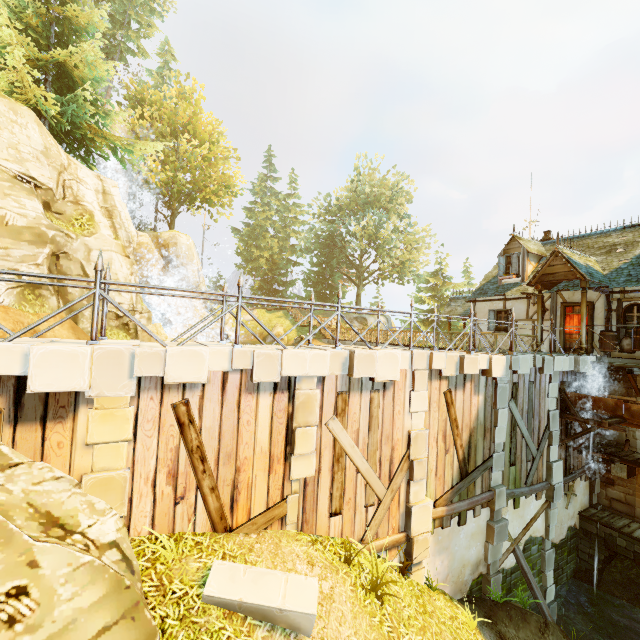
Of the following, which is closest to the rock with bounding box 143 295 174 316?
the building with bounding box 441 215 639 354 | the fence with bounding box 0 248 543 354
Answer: the fence with bounding box 0 248 543 354

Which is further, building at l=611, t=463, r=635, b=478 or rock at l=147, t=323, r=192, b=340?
rock at l=147, t=323, r=192, b=340

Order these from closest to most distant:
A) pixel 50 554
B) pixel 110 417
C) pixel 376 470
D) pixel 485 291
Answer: pixel 50 554 < pixel 110 417 < pixel 376 470 < pixel 485 291

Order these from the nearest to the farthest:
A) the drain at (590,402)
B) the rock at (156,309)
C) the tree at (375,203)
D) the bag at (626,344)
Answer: the drain at (590,402)
the bag at (626,344)
the rock at (156,309)
the tree at (375,203)

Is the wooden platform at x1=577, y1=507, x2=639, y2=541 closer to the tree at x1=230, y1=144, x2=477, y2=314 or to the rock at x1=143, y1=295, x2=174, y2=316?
the tree at x1=230, y1=144, x2=477, y2=314

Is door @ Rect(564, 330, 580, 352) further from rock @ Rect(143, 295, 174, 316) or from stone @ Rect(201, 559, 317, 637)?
rock @ Rect(143, 295, 174, 316)

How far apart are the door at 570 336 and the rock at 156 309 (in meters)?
24.58

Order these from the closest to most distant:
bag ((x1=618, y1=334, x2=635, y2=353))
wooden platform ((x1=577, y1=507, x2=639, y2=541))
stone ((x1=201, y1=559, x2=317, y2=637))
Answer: stone ((x1=201, y1=559, x2=317, y2=637)), wooden platform ((x1=577, y1=507, x2=639, y2=541)), bag ((x1=618, y1=334, x2=635, y2=353))
